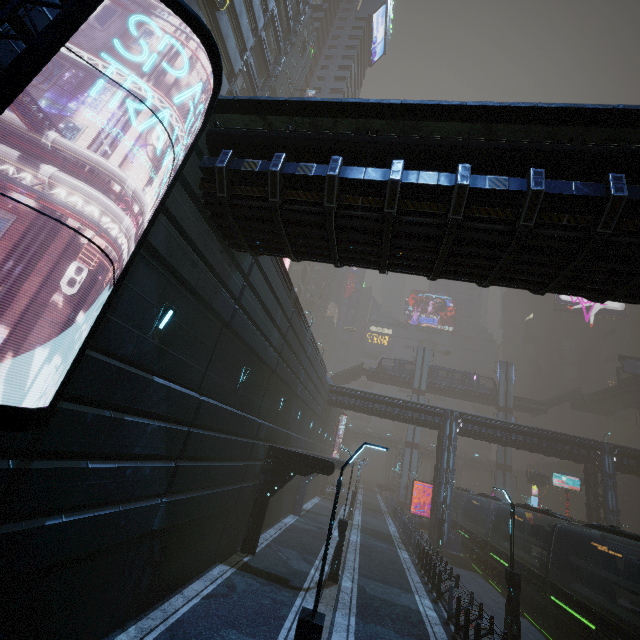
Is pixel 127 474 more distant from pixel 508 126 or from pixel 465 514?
pixel 465 514

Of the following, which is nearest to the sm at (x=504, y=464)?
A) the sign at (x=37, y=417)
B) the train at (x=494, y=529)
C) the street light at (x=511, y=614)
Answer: the train at (x=494, y=529)

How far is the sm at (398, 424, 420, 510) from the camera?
50.1 meters

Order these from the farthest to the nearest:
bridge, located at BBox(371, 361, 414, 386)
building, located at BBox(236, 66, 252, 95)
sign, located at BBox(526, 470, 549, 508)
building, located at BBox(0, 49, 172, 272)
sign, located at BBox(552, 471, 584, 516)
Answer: bridge, located at BBox(371, 361, 414, 386), sign, located at BBox(526, 470, 549, 508), sign, located at BBox(552, 471, 584, 516), building, located at BBox(236, 66, 252, 95), building, located at BBox(0, 49, 172, 272)

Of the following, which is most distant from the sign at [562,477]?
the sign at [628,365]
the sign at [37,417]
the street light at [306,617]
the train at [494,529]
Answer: the sign at [37,417]

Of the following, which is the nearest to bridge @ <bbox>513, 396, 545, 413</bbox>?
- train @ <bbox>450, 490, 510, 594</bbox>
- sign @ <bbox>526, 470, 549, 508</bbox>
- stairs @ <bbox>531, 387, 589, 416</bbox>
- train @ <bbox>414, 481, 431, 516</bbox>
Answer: stairs @ <bbox>531, 387, 589, 416</bbox>

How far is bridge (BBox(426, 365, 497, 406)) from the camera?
56.03m

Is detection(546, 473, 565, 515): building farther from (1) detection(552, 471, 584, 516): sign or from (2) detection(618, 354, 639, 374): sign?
(2) detection(618, 354, 639, 374): sign
